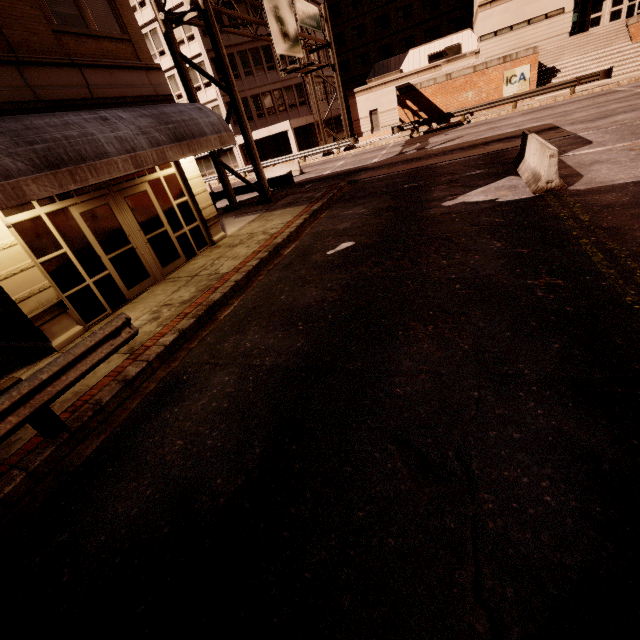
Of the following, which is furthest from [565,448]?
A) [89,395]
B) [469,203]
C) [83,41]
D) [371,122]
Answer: [371,122]

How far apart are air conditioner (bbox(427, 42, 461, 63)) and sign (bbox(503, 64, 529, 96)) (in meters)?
12.67

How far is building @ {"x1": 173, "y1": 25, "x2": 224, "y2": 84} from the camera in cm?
3058

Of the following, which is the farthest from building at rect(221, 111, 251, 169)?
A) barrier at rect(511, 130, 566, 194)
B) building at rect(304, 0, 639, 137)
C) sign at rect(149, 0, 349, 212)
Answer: barrier at rect(511, 130, 566, 194)

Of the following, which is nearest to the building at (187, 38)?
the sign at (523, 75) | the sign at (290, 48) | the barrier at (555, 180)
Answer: the sign at (290, 48)

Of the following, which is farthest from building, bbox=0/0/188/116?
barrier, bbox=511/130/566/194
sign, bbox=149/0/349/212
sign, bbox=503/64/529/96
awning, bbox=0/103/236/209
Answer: sign, bbox=503/64/529/96

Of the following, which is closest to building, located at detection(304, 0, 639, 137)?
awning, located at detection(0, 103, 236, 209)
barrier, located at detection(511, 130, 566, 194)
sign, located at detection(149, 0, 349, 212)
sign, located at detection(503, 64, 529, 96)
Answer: sign, located at detection(503, 64, 529, 96)

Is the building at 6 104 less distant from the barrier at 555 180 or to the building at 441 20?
the barrier at 555 180
